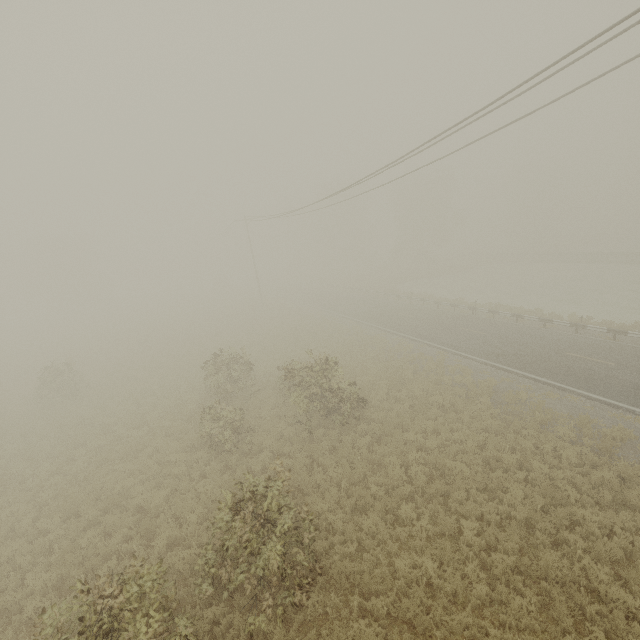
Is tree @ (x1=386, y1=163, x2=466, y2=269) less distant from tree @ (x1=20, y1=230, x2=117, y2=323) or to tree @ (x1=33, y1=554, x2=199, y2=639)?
tree @ (x1=33, y1=554, x2=199, y2=639)

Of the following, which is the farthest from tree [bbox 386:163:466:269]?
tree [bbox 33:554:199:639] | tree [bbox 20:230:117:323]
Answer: tree [bbox 20:230:117:323]

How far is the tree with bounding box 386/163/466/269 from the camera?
51.8m

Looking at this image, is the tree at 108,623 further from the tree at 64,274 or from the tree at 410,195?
the tree at 64,274

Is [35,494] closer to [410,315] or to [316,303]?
[410,315]
